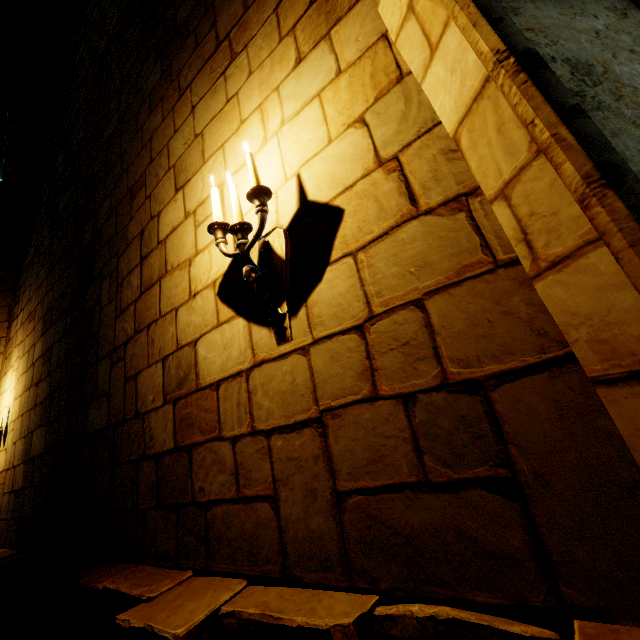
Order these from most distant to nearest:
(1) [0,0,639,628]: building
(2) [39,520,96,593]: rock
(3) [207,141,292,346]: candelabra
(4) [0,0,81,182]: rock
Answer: (4) [0,0,81,182]: rock, (2) [39,520,96,593]: rock, (3) [207,141,292,346]: candelabra, (1) [0,0,639,628]: building

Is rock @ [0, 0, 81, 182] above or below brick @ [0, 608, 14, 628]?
above

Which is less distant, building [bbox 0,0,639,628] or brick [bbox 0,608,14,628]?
building [bbox 0,0,639,628]

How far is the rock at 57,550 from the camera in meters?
2.5

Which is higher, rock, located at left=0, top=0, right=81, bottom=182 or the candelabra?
rock, located at left=0, top=0, right=81, bottom=182

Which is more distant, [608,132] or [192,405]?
[192,405]

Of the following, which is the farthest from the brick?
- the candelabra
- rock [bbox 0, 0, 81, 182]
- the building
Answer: the candelabra

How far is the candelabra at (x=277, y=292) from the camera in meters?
1.6 m
